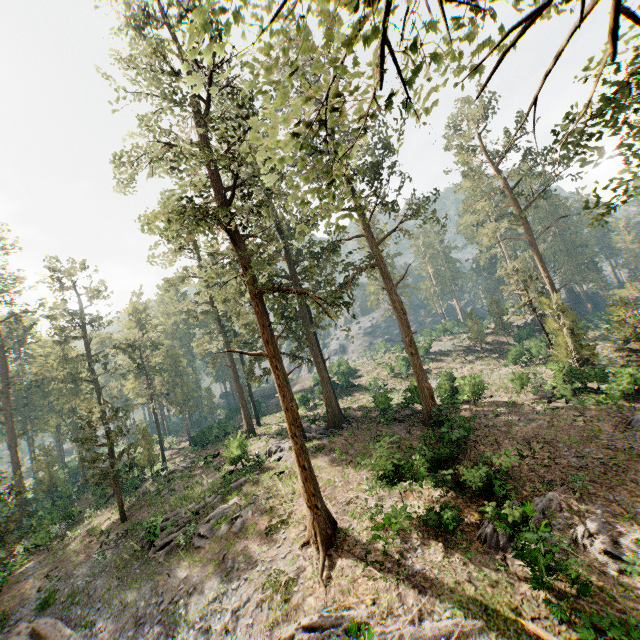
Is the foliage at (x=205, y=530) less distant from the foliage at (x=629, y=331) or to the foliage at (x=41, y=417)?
the foliage at (x=629, y=331)

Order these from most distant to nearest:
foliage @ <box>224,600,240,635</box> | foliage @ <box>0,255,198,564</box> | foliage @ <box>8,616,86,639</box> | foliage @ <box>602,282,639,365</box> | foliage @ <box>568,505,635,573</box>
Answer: foliage @ <box>0,255,198,564</box> < foliage @ <box>602,282,639,365</box> < foliage @ <box>8,616,86,639</box> < foliage @ <box>224,600,240,635</box> < foliage @ <box>568,505,635,573</box>

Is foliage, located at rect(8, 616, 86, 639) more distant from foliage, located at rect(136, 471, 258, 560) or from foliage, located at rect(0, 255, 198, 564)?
foliage, located at rect(0, 255, 198, 564)

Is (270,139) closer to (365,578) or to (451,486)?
(365,578)

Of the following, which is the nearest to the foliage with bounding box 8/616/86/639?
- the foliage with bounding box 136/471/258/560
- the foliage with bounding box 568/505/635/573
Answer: the foliage with bounding box 136/471/258/560

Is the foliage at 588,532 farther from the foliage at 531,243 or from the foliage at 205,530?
the foliage at 205,530

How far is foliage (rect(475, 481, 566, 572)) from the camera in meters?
11.8 m

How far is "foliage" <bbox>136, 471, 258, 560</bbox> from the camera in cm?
1983
